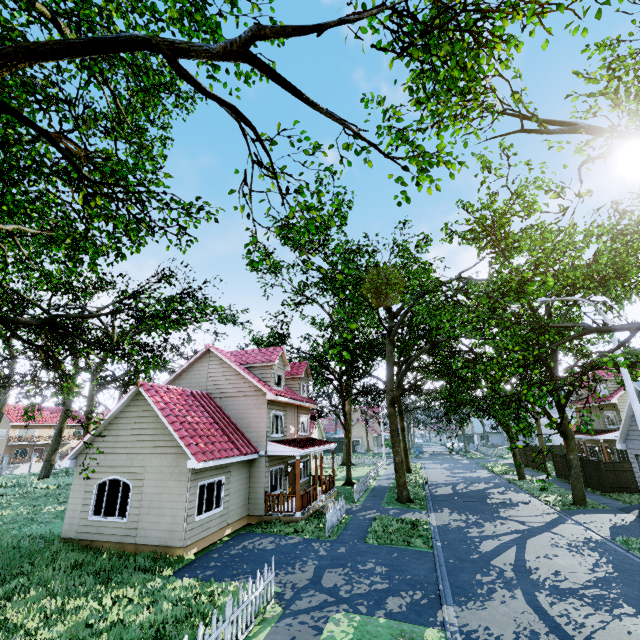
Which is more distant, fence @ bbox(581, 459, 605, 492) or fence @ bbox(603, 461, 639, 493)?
fence @ bbox(581, 459, 605, 492)

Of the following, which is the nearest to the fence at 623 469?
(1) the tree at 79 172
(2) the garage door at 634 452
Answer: (1) the tree at 79 172

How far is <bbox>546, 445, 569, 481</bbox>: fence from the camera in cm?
2725

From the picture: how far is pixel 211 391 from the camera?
19.2m

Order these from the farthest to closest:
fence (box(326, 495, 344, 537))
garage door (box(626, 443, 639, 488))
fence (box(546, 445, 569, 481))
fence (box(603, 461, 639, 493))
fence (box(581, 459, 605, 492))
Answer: fence (box(546, 445, 569, 481)) < fence (box(581, 459, 605, 492)) < fence (box(603, 461, 639, 493)) < garage door (box(626, 443, 639, 488)) < fence (box(326, 495, 344, 537))

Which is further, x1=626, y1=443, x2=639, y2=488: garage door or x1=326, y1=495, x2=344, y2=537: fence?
x1=626, y1=443, x2=639, y2=488: garage door

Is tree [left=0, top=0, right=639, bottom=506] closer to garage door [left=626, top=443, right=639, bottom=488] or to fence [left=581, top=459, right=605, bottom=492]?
fence [left=581, top=459, right=605, bottom=492]

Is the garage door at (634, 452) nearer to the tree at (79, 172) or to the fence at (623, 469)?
the tree at (79, 172)
